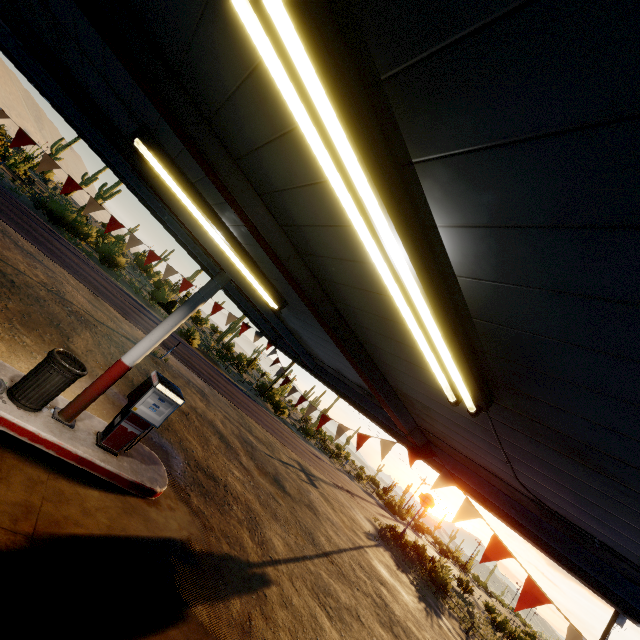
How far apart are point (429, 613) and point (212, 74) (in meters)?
22.28

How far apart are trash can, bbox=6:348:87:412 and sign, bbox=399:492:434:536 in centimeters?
2815cm

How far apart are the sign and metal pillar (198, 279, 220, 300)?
27.4m

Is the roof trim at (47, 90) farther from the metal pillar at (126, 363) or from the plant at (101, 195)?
the plant at (101, 195)

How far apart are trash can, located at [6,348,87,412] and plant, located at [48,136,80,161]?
55.09m

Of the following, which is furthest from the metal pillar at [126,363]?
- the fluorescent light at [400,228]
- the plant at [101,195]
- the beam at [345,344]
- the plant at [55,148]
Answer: the plant at [55,148]

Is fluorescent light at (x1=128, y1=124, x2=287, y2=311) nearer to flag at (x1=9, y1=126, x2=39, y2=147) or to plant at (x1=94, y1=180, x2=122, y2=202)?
flag at (x1=9, y1=126, x2=39, y2=147)

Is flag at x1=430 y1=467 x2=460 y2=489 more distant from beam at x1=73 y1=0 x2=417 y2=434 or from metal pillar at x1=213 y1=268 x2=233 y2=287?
metal pillar at x1=213 y1=268 x2=233 y2=287
